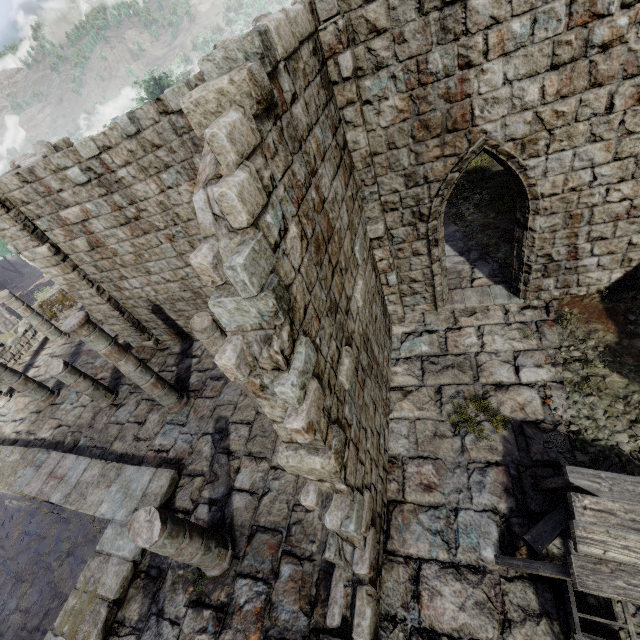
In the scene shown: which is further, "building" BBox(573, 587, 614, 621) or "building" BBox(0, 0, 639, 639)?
"building" BBox(573, 587, 614, 621)

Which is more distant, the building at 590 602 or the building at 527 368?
the building at 590 602

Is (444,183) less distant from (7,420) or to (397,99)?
(397,99)

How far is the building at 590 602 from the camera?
4.3m

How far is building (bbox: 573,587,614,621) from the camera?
4.3 meters

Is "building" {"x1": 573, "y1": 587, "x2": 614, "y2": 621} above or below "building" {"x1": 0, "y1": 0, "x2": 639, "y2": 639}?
below

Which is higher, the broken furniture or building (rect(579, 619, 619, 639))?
the broken furniture
